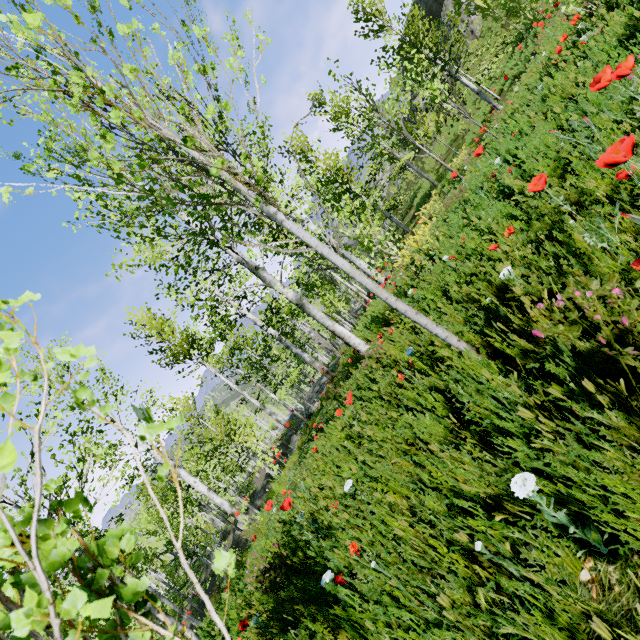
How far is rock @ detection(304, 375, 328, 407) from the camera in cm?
2008

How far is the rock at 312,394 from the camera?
20.08m

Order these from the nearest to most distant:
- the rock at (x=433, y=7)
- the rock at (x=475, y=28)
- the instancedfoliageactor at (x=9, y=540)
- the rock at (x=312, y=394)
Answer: the instancedfoliageactor at (x=9, y=540) < the rock at (x=312, y=394) < the rock at (x=475, y=28) < the rock at (x=433, y=7)

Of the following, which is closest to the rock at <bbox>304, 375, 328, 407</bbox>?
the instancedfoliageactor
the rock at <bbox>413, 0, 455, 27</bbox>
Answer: the instancedfoliageactor

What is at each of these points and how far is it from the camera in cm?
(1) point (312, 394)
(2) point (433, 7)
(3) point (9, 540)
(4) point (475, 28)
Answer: (1) rock, 2180
(2) rock, 3241
(3) instancedfoliageactor, 59
(4) rock, 2398

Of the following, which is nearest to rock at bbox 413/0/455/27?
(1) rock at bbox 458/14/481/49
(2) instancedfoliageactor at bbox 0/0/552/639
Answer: (1) rock at bbox 458/14/481/49

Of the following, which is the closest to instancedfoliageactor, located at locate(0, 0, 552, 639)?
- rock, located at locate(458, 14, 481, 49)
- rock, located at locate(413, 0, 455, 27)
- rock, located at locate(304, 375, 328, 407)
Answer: rock, located at locate(304, 375, 328, 407)
